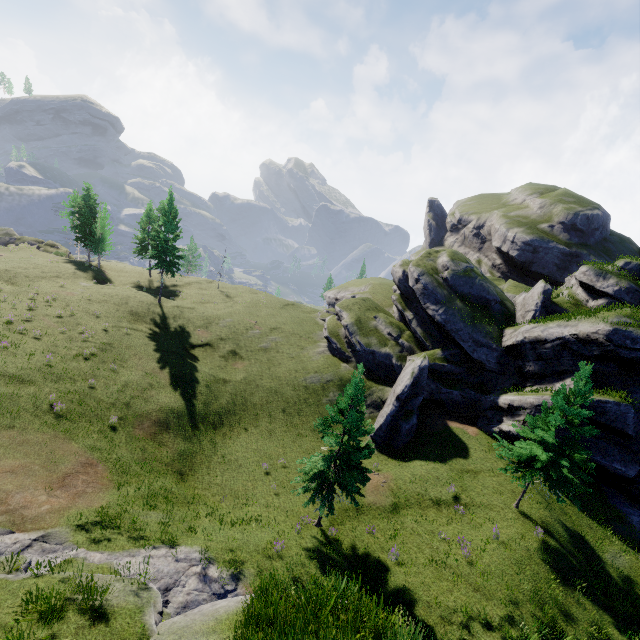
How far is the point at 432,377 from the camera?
34.5 meters

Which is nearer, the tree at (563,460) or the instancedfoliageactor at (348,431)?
the instancedfoliageactor at (348,431)

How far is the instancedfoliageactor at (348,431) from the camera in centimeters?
1669cm

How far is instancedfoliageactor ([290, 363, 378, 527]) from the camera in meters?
16.7

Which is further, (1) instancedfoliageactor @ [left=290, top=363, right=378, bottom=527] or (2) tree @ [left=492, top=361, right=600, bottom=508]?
(2) tree @ [left=492, top=361, right=600, bottom=508]

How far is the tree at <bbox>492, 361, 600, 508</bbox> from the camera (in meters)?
18.06
